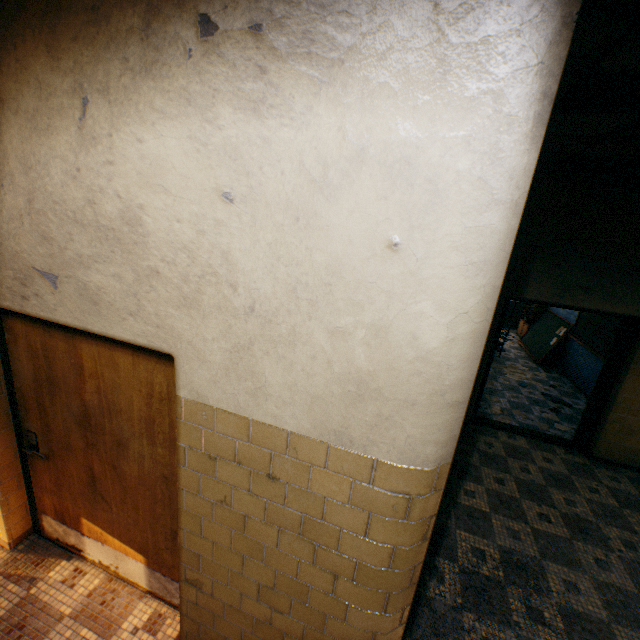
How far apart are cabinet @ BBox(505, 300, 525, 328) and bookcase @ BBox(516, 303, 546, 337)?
0.6 meters

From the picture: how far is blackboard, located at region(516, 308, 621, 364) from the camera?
6.53m

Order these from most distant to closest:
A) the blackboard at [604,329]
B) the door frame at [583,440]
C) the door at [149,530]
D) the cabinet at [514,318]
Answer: the cabinet at [514,318]
the blackboard at [604,329]
the door frame at [583,440]
the door at [149,530]

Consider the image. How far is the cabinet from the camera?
11.4 meters

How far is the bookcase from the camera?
9.87m

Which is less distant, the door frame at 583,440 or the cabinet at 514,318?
the door frame at 583,440

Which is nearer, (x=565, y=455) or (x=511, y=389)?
(x=565, y=455)

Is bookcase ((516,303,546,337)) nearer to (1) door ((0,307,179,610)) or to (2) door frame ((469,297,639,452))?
(2) door frame ((469,297,639,452))
